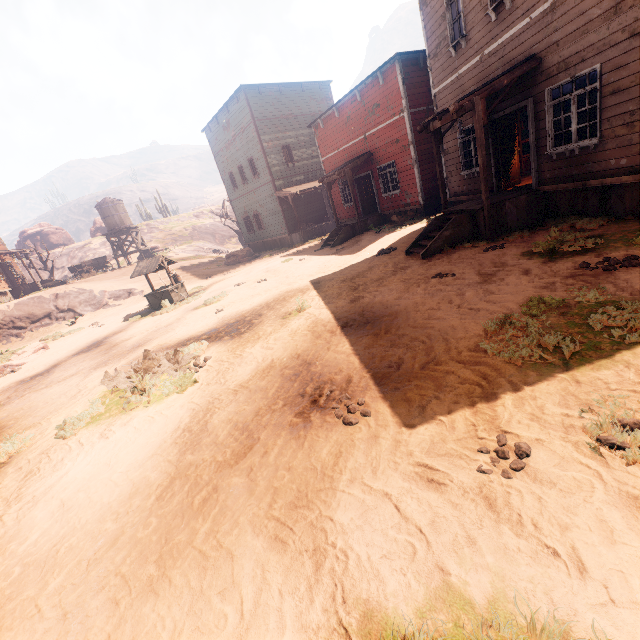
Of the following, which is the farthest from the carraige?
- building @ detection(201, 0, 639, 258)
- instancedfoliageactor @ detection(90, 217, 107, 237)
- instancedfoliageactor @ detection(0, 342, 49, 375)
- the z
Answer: instancedfoliageactor @ detection(0, 342, 49, 375)

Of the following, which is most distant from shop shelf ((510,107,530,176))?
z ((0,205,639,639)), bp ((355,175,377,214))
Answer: bp ((355,175,377,214))

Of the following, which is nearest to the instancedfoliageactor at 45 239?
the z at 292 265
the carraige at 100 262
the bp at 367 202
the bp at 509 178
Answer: the z at 292 265

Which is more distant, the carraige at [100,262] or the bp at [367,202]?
the carraige at [100,262]

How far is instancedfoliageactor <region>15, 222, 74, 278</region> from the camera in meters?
32.8 m

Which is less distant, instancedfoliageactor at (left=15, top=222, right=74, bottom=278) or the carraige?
the carraige

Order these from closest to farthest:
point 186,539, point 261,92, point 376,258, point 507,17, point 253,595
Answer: point 253,595, point 186,539, point 507,17, point 376,258, point 261,92

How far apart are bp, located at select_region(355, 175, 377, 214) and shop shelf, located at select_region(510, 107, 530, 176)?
7.6 meters
